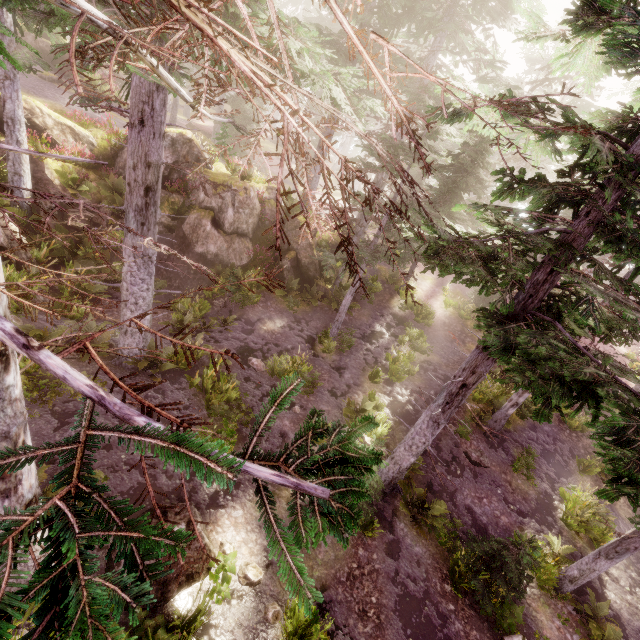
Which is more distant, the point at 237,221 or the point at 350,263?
the point at 237,221

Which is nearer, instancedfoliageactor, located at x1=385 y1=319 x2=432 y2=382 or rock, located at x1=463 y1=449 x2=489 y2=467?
rock, located at x1=463 y1=449 x2=489 y2=467

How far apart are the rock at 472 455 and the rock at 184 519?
10.1m

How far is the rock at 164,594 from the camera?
6.0m

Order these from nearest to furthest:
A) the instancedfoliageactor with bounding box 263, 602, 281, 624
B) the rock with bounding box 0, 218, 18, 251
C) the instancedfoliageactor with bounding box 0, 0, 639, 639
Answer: the instancedfoliageactor with bounding box 0, 0, 639, 639 → the instancedfoliageactor with bounding box 263, 602, 281, 624 → the rock with bounding box 0, 218, 18, 251

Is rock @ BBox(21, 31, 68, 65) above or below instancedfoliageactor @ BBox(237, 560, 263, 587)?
above

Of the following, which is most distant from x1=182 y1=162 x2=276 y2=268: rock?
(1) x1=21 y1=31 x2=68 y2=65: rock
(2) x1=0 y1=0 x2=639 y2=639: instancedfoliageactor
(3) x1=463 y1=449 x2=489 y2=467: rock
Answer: (3) x1=463 y1=449 x2=489 y2=467: rock

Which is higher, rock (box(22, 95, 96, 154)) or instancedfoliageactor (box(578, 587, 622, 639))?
rock (box(22, 95, 96, 154))
